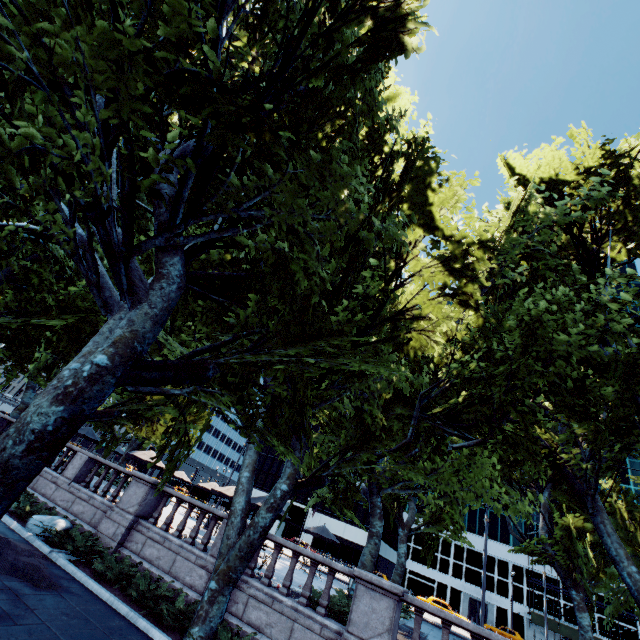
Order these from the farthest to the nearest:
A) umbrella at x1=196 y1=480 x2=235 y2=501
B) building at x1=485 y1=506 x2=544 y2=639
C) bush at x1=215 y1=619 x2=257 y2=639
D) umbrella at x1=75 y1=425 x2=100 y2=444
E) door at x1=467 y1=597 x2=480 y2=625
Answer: door at x1=467 y1=597 x2=480 y2=625, building at x1=485 y1=506 x2=544 y2=639, umbrella at x1=75 y1=425 x2=100 y2=444, umbrella at x1=196 y1=480 x2=235 y2=501, bush at x1=215 y1=619 x2=257 y2=639

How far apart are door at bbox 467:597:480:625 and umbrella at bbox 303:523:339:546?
39.7 meters

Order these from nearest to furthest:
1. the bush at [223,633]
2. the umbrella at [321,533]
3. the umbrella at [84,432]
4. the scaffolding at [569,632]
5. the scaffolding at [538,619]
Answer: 1. the bush at [223,633]
2. the umbrella at [321,533]
3. the umbrella at [84,432]
4. the scaffolding at [569,632]
5. the scaffolding at [538,619]

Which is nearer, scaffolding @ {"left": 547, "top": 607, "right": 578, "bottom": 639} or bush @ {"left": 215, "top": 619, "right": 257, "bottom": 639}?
bush @ {"left": 215, "top": 619, "right": 257, "bottom": 639}

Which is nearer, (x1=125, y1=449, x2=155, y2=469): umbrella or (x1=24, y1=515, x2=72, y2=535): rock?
(x1=24, y1=515, x2=72, y2=535): rock

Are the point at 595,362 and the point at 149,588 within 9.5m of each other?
no

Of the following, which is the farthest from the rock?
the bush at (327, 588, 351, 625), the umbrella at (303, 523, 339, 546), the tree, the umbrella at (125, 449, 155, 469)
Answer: the umbrella at (303, 523, 339, 546)

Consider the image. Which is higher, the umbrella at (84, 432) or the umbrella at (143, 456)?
the umbrella at (84, 432)
